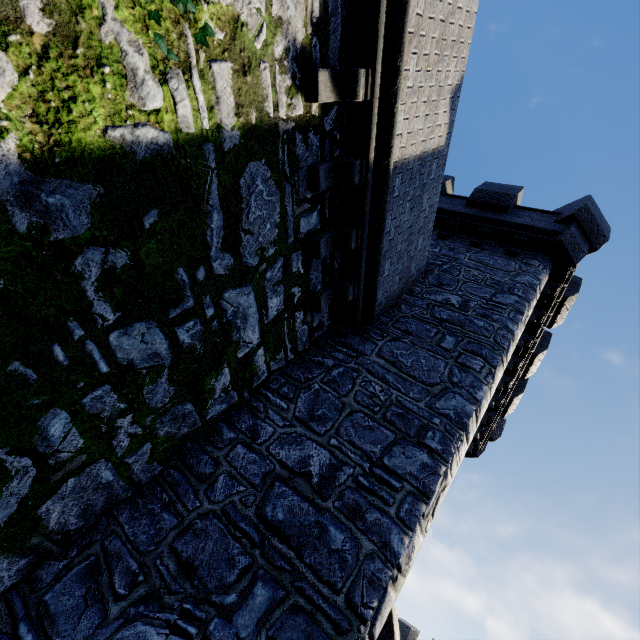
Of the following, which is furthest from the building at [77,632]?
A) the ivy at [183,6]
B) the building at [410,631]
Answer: the building at [410,631]

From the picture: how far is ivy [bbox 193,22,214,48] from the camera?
2.63m

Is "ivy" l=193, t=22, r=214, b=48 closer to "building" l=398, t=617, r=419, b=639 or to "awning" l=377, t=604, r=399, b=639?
"awning" l=377, t=604, r=399, b=639

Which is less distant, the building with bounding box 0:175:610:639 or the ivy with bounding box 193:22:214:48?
the ivy with bounding box 193:22:214:48

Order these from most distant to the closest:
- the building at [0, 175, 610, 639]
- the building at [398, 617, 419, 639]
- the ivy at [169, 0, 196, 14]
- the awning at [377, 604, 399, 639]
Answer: the building at [398, 617, 419, 639] → the awning at [377, 604, 399, 639] → the building at [0, 175, 610, 639] → the ivy at [169, 0, 196, 14]

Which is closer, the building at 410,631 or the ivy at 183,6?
the ivy at 183,6

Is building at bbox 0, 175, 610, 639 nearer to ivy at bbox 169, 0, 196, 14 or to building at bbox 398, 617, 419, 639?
ivy at bbox 169, 0, 196, 14

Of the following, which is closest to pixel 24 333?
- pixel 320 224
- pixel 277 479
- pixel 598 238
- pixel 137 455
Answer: pixel 137 455
